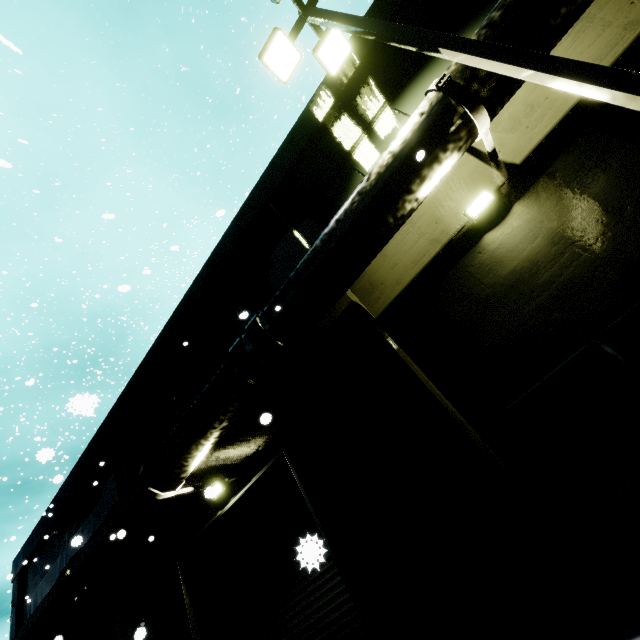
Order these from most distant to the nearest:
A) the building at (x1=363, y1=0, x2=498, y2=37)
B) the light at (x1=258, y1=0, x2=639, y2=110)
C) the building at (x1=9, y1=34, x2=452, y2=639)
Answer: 1. the building at (x1=9, y1=34, x2=452, y2=639)
2. the building at (x1=363, y1=0, x2=498, y2=37)
3. the light at (x1=258, y1=0, x2=639, y2=110)

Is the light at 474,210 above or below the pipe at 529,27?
below

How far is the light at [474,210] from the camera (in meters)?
5.28

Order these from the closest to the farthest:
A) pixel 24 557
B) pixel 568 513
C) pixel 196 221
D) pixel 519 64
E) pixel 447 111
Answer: pixel 519 64 < pixel 568 513 < pixel 447 111 < pixel 24 557 < pixel 196 221

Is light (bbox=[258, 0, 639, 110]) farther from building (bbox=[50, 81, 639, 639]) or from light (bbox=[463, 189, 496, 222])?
light (bbox=[463, 189, 496, 222])

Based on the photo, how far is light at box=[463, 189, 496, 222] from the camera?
5.3 meters

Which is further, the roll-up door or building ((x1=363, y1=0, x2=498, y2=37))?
building ((x1=363, y1=0, x2=498, y2=37))

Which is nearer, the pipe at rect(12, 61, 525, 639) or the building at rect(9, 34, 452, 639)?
the pipe at rect(12, 61, 525, 639)
